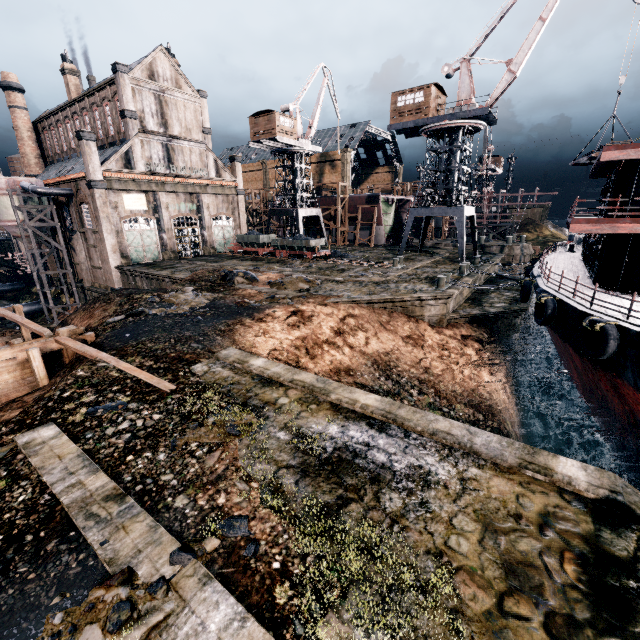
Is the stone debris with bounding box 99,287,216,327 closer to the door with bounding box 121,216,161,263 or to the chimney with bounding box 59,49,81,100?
the door with bounding box 121,216,161,263

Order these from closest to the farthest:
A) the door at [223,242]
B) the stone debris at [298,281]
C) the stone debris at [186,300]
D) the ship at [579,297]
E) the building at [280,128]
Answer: the ship at [579,297] < the stone debris at [186,300] < the stone debris at [298,281] < the building at [280,128] < the door at [223,242]

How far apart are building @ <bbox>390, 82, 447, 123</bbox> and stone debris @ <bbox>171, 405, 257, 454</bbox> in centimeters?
3554cm

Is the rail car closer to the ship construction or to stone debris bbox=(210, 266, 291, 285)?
stone debris bbox=(210, 266, 291, 285)

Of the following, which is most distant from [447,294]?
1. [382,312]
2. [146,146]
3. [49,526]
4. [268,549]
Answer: [146,146]

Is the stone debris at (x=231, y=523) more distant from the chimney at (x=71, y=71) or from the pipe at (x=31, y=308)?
the chimney at (x=71, y=71)

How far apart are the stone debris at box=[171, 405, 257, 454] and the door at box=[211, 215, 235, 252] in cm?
4143

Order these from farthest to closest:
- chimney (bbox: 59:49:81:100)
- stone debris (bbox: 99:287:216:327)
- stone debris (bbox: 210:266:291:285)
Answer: chimney (bbox: 59:49:81:100), stone debris (bbox: 210:266:291:285), stone debris (bbox: 99:287:216:327)
